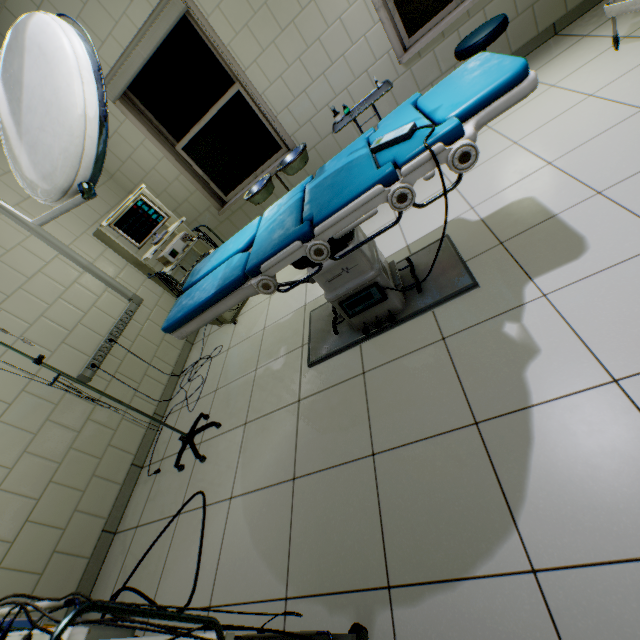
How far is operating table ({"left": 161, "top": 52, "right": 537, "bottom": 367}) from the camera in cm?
125

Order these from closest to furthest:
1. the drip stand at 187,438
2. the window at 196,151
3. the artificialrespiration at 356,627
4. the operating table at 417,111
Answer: the artificialrespiration at 356,627 < the operating table at 417,111 < the drip stand at 187,438 < the window at 196,151

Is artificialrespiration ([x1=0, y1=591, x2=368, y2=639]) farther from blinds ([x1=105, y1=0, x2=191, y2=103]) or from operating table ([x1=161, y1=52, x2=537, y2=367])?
blinds ([x1=105, y1=0, x2=191, y2=103])

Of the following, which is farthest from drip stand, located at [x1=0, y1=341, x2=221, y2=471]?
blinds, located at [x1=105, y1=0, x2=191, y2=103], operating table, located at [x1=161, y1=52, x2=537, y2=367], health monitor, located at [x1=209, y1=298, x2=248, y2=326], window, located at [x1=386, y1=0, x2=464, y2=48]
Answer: window, located at [x1=386, y1=0, x2=464, y2=48]

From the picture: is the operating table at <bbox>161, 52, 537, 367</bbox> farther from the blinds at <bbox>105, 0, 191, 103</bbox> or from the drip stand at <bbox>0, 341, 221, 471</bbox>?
the blinds at <bbox>105, 0, 191, 103</bbox>

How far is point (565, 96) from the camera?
2.4m

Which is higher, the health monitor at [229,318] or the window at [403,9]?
the window at [403,9]

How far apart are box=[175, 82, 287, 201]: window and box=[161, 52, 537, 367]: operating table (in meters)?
2.42
